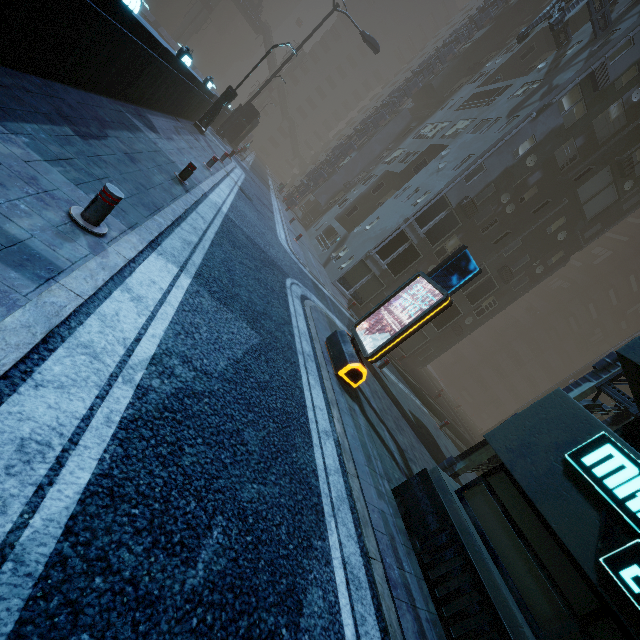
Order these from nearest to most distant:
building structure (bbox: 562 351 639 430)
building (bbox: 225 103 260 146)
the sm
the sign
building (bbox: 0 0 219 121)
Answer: the sign → building (bbox: 0 0 219 121) → building structure (bbox: 562 351 639 430) → building (bbox: 225 103 260 146) → the sm

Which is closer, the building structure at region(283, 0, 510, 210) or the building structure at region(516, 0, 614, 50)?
the building structure at region(516, 0, 614, 50)

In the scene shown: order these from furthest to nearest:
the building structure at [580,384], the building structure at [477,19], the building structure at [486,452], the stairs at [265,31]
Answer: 1. the stairs at [265,31]
2. the building structure at [477,19]
3. the building structure at [486,452]
4. the building structure at [580,384]

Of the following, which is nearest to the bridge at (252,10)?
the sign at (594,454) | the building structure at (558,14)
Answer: the building structure at (558,14)

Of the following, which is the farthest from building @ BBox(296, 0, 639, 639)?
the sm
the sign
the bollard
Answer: the sm

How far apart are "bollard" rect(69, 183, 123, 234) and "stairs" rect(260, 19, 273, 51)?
70.24m

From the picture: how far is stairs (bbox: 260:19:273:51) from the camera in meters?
55.9

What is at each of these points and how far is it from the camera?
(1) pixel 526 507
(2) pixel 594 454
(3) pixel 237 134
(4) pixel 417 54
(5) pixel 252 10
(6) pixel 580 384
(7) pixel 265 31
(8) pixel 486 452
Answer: (1) building, 4.96m
(2) sign, 4.45m
(3) building, 29.56m
(4) building, 57.72m
(5) bridge, 54.72m
(6) building structure, 8.88m
(7) stairs, 56.28m
(8) building structure, 9.38m
